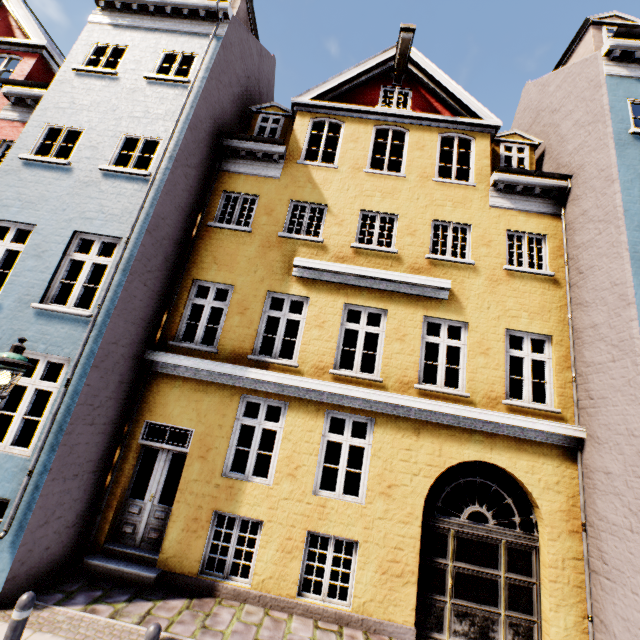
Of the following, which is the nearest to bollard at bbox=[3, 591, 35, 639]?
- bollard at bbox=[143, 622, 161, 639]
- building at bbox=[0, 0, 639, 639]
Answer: bollard at bbox=[143, 622, 161, 639]

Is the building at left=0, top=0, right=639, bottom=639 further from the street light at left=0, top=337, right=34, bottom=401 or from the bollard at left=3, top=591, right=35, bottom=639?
the bollard at left=3, top=591, right=35, bottom=639

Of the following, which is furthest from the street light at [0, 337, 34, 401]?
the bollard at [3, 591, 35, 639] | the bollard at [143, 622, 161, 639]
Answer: the bollard at [143, 622, 161, 639]

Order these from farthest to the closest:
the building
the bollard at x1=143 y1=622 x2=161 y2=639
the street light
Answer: the building → the street light → the bollard at x1=143 y1=622 x2=161 y2=639

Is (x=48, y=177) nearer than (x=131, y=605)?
No

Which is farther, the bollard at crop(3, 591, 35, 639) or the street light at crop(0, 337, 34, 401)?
the street light at crop(0, 337, 34, 401)

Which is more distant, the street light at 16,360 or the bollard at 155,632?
the street light at 16,360

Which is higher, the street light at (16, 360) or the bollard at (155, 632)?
the street light at (16, 360)
